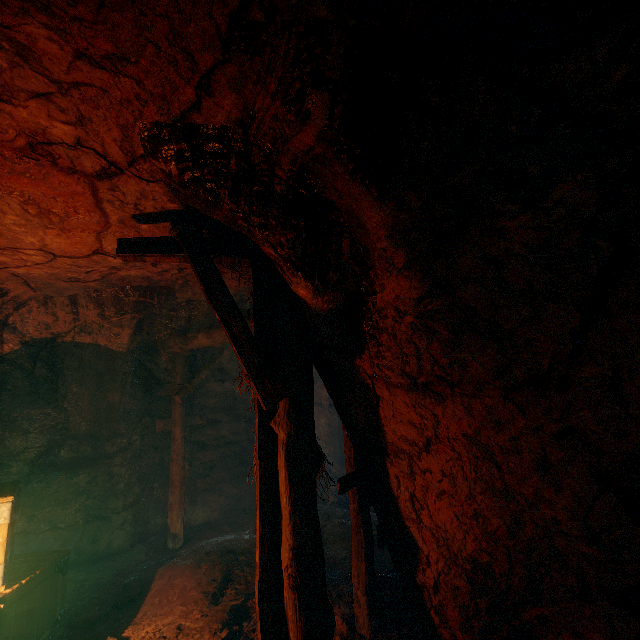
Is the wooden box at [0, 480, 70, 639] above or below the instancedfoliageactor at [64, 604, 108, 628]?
above

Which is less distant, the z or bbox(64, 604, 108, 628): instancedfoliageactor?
the z

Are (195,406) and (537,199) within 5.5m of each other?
no

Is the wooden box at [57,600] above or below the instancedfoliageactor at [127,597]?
above

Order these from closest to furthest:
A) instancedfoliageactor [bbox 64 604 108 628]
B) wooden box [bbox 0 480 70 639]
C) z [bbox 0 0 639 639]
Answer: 1. z [bbox 0 0 639 639]
2. wooden box [bbox 0 480 70 639]
3. instancedfoliageactor [bbox 64 604 108 628]

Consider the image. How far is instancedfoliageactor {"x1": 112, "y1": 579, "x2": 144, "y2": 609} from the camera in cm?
450
